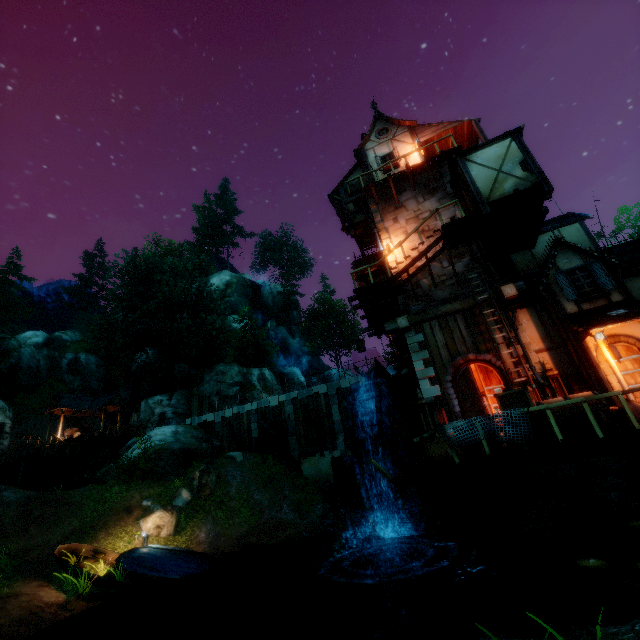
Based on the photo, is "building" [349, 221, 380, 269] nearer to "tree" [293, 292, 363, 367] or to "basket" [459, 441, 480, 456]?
"basket" [459, 441, 480, 456]

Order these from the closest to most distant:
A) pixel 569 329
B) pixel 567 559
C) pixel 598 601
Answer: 1. pixel 598 601
2. pixel 567 559
3. pixel 569 329

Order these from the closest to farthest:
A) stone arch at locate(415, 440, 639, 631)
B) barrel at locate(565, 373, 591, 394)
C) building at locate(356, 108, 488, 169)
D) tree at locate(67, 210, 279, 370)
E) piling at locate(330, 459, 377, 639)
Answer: stone arch at locate(415, 440, 639, 631) < barrel at locate(565, 373, 591, 394) < piling at locate(330, 459, 377, 639) < building at locate(356, 108, 488, 169) < tree at locate(67, 210, 279, 370)

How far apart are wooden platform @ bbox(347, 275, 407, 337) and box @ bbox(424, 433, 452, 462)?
5.5m

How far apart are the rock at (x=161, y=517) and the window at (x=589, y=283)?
20.0m

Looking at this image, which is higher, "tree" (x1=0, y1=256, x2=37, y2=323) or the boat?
"tree" (x1=0, y1=256, x2=37, y2=323)

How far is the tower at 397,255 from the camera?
15.0m

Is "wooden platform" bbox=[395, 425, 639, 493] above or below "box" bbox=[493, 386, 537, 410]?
below
